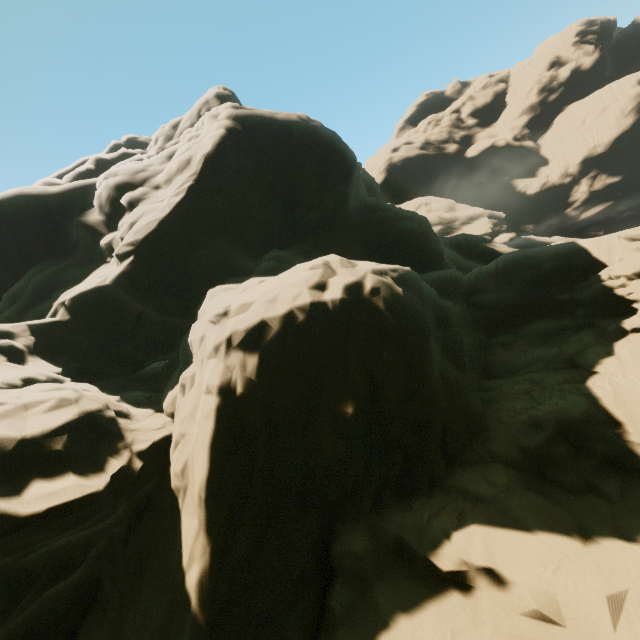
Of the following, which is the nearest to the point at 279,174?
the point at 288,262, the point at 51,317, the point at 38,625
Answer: the point at 288,262
